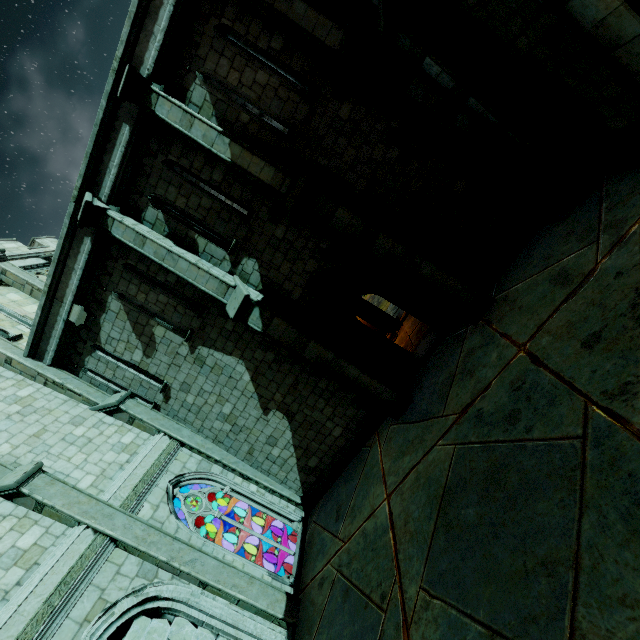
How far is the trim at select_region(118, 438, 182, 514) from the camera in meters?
8.0

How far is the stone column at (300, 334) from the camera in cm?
838

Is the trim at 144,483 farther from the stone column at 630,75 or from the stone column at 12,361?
the stone column at 630,75

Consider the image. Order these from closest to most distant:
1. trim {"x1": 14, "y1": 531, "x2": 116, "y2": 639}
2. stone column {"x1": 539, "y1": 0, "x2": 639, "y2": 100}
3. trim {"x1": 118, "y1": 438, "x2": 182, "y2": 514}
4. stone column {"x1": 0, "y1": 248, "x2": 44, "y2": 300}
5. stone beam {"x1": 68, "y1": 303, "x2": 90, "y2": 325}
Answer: stone column {"x1": 539, "y1": 0, "x2": 639, "y2": 100} → trim {"x1": 14, "y1": 531, "x2": 116, "y2": 639} → trim {"x1": 118, "y1": 438, "x2": 182, "y2": 514} → stone beam {"x1": 68, "y1": 303, "x2": 90, "y2": 325} → stone column {"x1": 0, "y1": 248, "x2": 44, "y2": 300}

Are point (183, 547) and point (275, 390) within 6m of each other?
yes

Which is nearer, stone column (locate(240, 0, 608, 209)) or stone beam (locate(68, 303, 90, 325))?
stone column (locate(240, 0, 608, 209))

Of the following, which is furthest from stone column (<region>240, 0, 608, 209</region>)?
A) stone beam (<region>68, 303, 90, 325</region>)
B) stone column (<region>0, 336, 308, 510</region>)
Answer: stone column (<region>0, 336, 308, 510</region>)

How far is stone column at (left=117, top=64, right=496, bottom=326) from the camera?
7.4 meters
